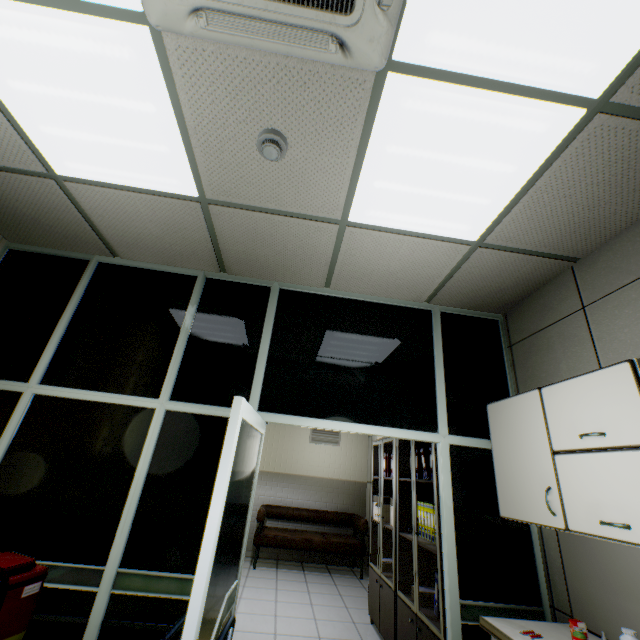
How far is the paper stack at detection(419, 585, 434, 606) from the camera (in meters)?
3.08

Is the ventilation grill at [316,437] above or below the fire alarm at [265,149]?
below

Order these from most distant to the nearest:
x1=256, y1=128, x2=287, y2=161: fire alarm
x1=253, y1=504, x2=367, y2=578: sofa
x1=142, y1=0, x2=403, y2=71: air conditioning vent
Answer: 1. x1=253, y1=504, x2=367, y2=578: sofa
2. x1=256, y1=128, x2=287, y2=161: fire alarm
3. x1=142, y1=0, x2=403, y2=71: air conditioning vent

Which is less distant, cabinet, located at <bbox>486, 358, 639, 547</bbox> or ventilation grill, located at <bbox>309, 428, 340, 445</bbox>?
cabinet, located at <bbox>486, 358, 639, 547</bbox>

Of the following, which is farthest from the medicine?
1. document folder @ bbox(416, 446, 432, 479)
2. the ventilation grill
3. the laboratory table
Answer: the ventilation grill

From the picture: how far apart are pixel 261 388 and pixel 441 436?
1.6m

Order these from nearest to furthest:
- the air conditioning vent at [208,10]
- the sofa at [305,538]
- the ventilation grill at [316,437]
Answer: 1. the air conditioning vent at [208,10]
2. the sofa at [305,538]
3. the ventilation grill at [316,437]

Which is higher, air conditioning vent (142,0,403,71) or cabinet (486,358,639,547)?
air conditioning vent (142,0,403,71)
